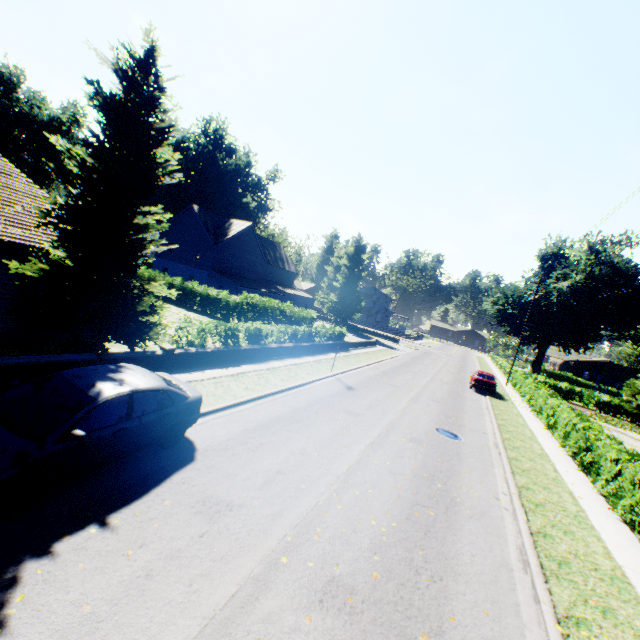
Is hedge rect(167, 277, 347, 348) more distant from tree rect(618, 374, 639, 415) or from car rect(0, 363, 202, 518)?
car rect(0, 363, 202, 518)

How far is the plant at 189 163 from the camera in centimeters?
4950cm

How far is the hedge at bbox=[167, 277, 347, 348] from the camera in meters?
14.8 m

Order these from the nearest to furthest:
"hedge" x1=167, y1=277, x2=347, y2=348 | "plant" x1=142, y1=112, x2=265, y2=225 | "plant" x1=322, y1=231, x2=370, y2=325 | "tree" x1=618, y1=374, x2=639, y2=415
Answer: "hedge" x1=167, y1=277, x2=347, y2=348 → "tree" x1=618, y1=374, x2=639, y2=415 → "plant" x1=142, y1=112, x2=265, y2=225 → "plant" x1=322, y1=231, x2=370, y2=325

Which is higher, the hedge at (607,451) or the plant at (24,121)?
the plant at (24,121)

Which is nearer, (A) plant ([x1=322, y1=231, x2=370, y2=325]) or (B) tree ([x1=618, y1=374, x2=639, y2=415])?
(B) tree ([x1=618, y1=374, x2=639, y2=415])

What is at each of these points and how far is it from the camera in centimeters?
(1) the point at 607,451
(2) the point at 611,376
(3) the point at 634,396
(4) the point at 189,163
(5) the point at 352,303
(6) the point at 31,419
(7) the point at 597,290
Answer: (1) hedge, 1191cm
(2) house, 4162cm
(3) tree, 3297cm
(4) plant, 5484cm
(5) plant, 5544cm
(6) car, 529cm
(7) plant, 4475cm

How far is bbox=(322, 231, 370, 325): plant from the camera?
53.6m
